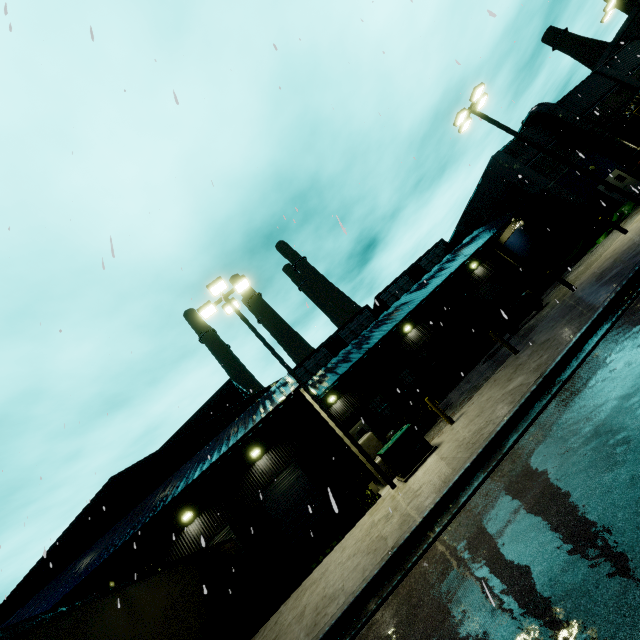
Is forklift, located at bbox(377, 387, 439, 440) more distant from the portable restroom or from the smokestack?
the smokestack

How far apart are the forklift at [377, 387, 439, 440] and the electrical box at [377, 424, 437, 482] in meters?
3.8

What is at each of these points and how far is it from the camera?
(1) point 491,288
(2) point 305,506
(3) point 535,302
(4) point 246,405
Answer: (1) roll-up door, 30.3m
(2) roll-up door, 18.7m
(3) forklift, 17.3m
(4) building, 21.0m

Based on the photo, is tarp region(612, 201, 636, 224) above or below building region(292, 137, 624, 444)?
below

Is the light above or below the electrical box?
above

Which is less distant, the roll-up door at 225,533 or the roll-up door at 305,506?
the roll-up door at 225,533

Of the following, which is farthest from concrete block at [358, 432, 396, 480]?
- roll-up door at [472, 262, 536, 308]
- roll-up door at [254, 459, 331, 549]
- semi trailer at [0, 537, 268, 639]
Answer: roll-up door at [472, 262, 536, 308]

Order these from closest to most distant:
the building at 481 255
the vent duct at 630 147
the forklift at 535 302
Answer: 1. the forklift at 535 302
2. the building at 481 255
3. the vent duct at 630 147
